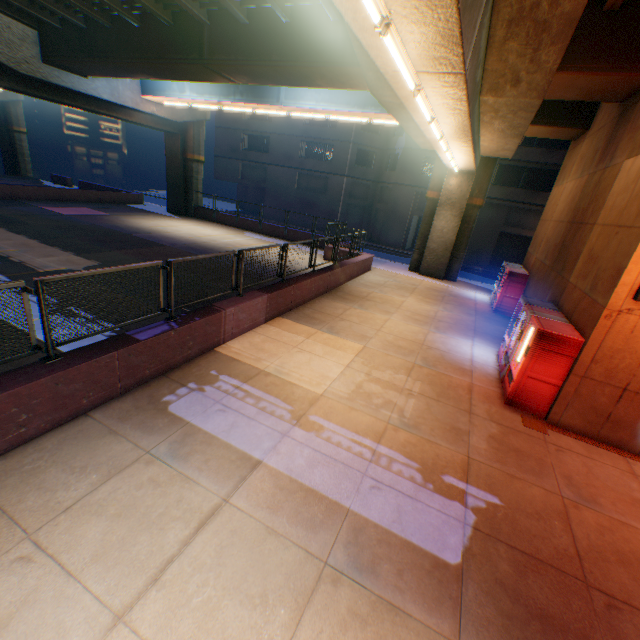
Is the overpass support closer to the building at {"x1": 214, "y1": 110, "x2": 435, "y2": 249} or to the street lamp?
the street lamp

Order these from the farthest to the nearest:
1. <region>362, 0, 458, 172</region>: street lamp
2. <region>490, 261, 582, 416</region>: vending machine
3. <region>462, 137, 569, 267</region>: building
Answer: <region>462, 137, 569, 267</region>: building < <region>490, 261, 582, 416</region>: vending machine < <region>362, 0, 458, 172</region>: street lamp

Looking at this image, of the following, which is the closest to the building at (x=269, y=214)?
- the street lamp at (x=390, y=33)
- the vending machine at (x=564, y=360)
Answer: the vending machine at (x=564, y=360)

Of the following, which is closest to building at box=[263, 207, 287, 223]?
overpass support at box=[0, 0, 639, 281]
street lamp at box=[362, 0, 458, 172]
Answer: overpass support at box=[0, 0, 639, 281]

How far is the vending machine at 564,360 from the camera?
7.0m

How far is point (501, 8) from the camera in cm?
569

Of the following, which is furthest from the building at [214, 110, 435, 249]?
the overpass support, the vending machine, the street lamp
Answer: the street lamp

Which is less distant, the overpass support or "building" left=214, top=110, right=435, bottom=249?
the overpass support
